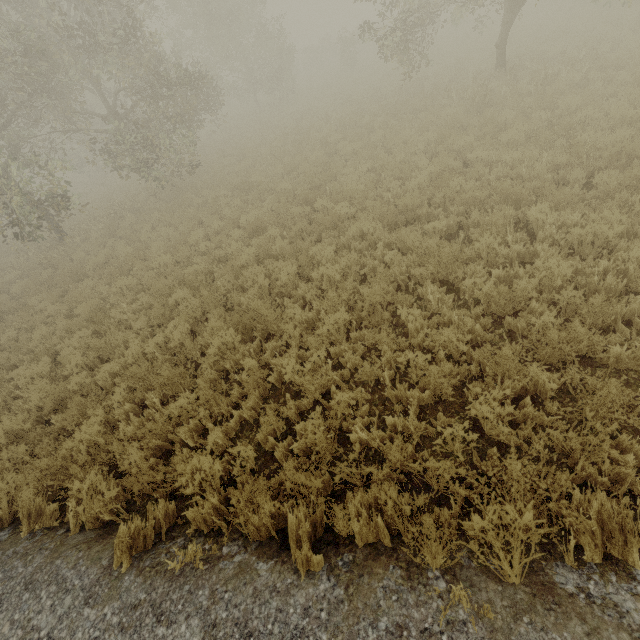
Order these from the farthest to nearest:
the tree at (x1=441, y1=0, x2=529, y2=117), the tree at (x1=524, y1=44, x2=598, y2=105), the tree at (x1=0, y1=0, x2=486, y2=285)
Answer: the tree at (x1=0, y1=0, x2=486, y2=285)
the tree at (x1=441, y1=0, x2=529, y2=117)
the tree at (x1=524, y1=44, x2=598, y2=105)

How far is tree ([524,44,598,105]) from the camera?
10.1 meters

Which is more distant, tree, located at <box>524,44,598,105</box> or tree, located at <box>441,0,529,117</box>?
tree, located at <box>441,0,529,117</box>

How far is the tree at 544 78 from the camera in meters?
10.1 m

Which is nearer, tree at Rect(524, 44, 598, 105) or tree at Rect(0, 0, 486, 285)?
tree at Rect(524, 44, 598, 105)

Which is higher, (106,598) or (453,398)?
(106,598)

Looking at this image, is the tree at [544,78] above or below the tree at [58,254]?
below
